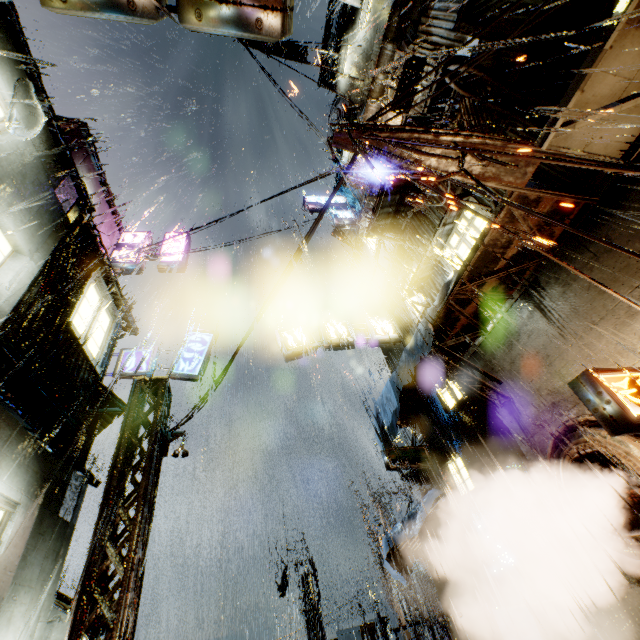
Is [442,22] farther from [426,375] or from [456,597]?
[456,597]

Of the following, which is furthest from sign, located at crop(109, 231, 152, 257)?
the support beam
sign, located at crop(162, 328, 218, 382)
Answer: the support beam

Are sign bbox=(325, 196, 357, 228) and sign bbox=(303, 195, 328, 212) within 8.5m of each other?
yes

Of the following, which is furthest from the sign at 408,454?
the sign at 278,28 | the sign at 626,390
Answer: the sign at 278,28

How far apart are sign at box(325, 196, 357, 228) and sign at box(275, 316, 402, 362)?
7.4 meters

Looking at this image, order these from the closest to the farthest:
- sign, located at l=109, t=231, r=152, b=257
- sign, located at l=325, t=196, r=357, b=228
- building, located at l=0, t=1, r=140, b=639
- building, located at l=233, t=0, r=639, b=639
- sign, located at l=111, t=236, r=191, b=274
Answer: building, located at l=233, t=0, r=639, b=639, building, located at l=0, t=1, r=140, b=639, sign, located at l=111, t=236, r=191, b=274, sign, located at l=109, t=231, r=152, b=257, sign, located at l=325, t=196, r=357, b=228

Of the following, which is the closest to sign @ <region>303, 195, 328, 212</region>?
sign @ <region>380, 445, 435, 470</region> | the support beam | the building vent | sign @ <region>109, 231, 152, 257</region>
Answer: sign @ <region>109, 231, 152, 257</region>

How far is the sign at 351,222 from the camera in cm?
1956
